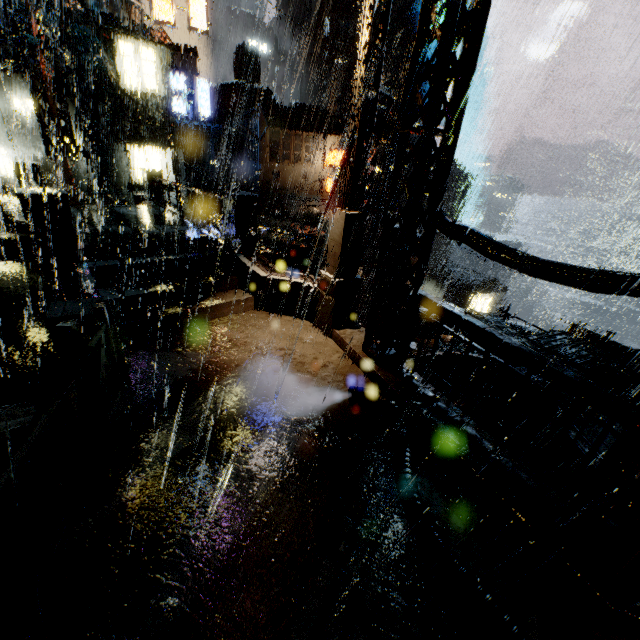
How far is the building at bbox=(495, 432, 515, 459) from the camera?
5.4m

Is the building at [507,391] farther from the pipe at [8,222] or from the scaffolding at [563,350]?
the scaffolding at [563,350]

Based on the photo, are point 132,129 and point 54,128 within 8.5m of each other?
yes

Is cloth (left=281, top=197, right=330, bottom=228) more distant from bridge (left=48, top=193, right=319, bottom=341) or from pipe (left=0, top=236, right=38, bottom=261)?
pipe (left=0, top=236, right=38, bottom=261)

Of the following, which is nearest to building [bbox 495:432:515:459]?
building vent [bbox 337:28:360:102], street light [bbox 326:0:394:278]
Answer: street light [bbox 326:0:394:278]

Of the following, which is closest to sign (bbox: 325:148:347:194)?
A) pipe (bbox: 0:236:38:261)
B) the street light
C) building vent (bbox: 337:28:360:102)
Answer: the street light

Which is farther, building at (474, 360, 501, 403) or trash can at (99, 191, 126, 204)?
trash can at (99, 191, 126, 204)

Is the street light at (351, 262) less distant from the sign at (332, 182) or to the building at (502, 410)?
the building at (502, 410)
